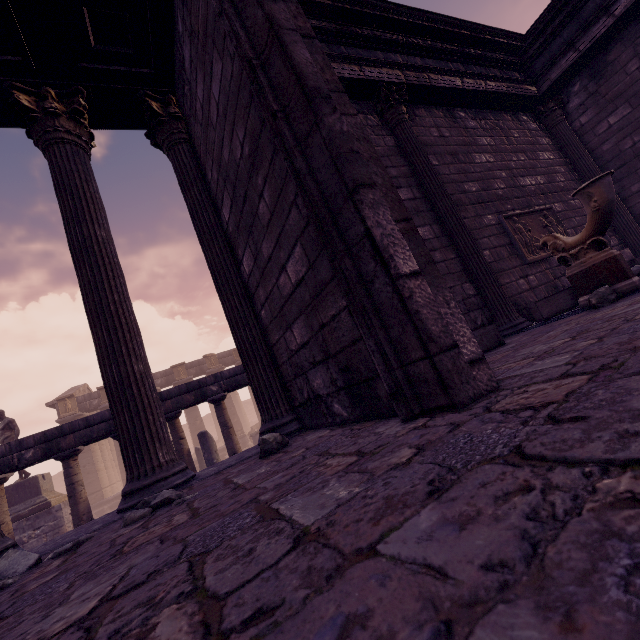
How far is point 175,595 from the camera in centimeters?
81cm

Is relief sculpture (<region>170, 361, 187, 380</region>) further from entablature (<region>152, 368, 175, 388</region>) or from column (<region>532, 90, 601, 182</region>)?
Result: column (<region>532, 90, 601, 182</region>)

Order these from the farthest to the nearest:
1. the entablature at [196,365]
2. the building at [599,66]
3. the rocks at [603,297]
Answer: the entablature at [196,365], the building at [599,66], the rocks at [603,297]

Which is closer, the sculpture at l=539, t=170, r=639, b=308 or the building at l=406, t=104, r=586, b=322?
the sculpture at l=539, t=170, r=639, b=308

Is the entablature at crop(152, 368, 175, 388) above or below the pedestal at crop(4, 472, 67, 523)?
above

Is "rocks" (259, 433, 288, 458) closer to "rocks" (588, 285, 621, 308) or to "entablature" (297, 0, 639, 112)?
"rocks" (588, 285, 621, 308)

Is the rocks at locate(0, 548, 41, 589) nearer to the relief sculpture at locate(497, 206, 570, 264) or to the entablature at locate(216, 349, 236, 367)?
the relief sculpture at locate(497, 206, 570, 264)

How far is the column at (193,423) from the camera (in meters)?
21.91
